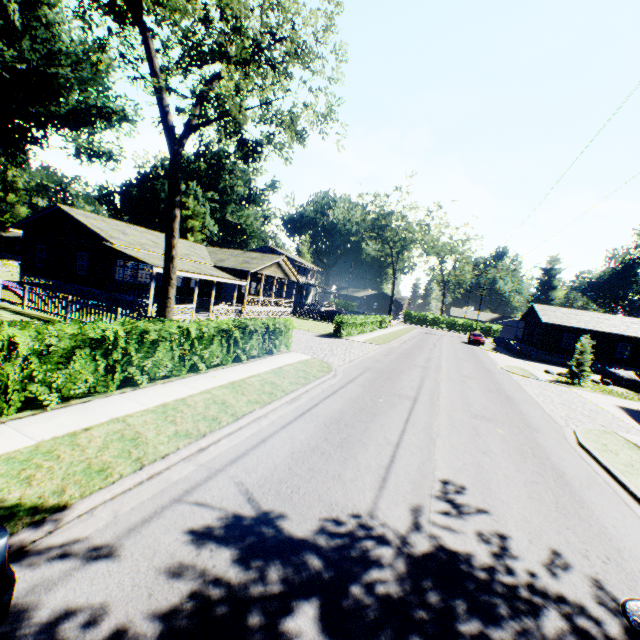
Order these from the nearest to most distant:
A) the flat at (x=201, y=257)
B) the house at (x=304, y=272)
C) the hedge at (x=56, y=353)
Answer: the hedge at (x=56, y=353), the flat at (x=201, y=257), the house at (x=304, y=272)

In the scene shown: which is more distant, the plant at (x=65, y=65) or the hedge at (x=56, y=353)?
the plant at (x=65, y=65)

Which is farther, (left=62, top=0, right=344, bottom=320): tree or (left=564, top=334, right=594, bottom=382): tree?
(left=564, top=334, right=594, bottom=382): tree

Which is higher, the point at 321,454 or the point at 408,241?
the point at 408,241

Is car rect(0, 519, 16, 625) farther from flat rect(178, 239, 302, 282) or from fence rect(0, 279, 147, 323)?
flat rect(178, 239, 302, 282)

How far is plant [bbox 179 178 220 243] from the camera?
52.4 meters

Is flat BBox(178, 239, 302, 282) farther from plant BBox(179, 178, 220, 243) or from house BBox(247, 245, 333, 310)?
plant BBox(179, 178, 220, 243)

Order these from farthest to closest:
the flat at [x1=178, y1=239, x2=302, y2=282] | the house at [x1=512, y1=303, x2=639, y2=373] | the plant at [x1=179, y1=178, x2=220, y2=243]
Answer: the plant at [x1=179, y1=178, x2=220, y2=243] < the house at [x1=512, y1=303, x2=639, y2=373] < the flat at [x1=178, y1=239, x2=302, y2=282]
